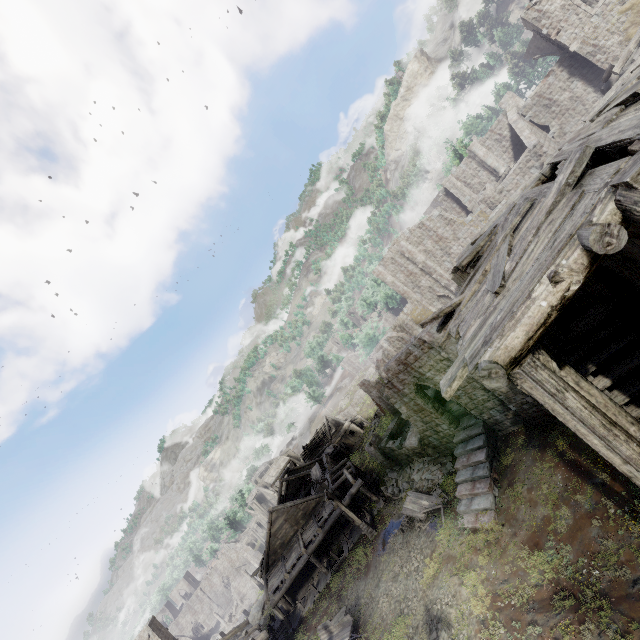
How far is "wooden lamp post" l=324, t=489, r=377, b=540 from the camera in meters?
23.9 m

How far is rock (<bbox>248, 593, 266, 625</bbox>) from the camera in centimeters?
3146cm

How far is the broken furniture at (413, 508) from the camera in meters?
19.1

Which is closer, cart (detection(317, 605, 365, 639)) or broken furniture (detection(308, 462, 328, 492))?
cart (detection(317, 605, 365, 639))

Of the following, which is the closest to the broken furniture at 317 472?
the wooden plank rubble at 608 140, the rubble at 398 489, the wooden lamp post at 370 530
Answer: the rubble at 398 489

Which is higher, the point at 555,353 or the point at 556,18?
the point at 556,18

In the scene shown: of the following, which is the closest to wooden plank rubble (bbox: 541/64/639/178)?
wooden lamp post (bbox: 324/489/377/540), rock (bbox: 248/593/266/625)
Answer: wooden lamp post (bbox: 324/489/377/540)

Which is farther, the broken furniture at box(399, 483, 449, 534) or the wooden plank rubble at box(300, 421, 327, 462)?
the wooden plank rubble at box(300, 421, 327, 462)
